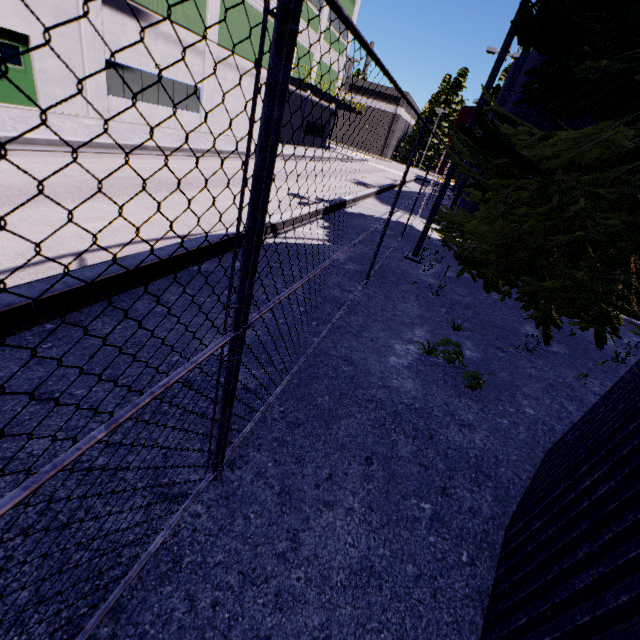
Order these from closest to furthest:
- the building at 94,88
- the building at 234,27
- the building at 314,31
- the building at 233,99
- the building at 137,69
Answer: the building at 94,88, the building at 137,69, the building at 234,27, the building at 233,99, the building at 314,31

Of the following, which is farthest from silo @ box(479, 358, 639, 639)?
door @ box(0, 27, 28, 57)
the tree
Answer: door @ box(0, 27, 28, 57)

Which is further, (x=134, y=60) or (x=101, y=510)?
(x=134, y=60)

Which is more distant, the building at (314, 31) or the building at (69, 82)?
the building at (314, 31)

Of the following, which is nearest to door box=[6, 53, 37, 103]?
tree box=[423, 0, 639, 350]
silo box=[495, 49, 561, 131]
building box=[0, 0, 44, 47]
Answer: building box=[0, 0, 44, 47]

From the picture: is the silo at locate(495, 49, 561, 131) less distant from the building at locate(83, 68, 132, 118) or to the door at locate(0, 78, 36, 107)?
the building at locate(83, 68, 132, 118)

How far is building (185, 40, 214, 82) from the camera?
19.19m

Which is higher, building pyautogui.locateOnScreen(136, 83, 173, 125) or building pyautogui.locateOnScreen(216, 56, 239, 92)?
building pyautogui.locateOnScreen(216, 56, 239, 92)
